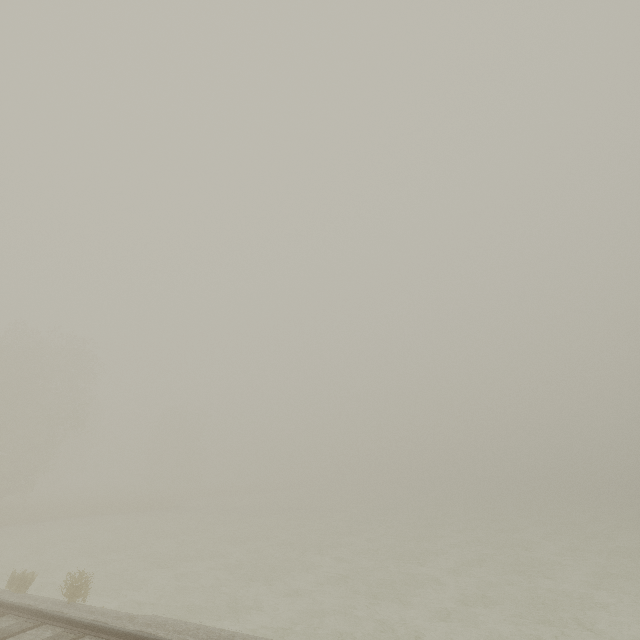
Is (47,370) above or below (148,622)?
above
